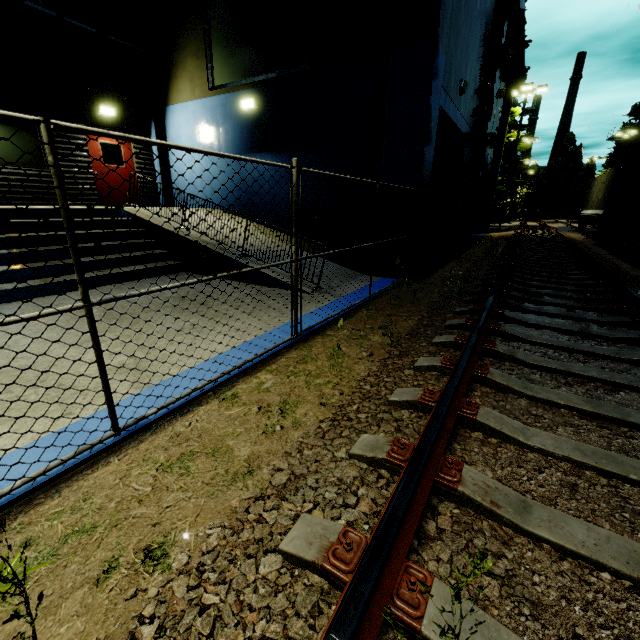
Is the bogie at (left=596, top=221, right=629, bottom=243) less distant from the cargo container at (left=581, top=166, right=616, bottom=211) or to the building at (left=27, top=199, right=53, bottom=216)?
the cargo container at (left=581, top=166, right=616, bottom=211)

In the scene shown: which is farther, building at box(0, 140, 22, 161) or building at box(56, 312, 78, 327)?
building at box(0, 140, 22, 161)

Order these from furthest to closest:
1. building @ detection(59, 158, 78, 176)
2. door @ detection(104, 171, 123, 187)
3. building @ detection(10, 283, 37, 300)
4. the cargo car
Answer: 1. the cargo car
2. door @ detection(104, 171, 123, 187)
3. building @ detection(59, 158, 78, 176)
4. building @ detection(10, 283, 37, 300)

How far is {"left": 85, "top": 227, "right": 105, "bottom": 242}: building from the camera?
7.7m

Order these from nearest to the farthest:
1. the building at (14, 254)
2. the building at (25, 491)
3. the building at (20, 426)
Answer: the building at (25, 491)
the building at (20, 426)
the building at (14, 254)

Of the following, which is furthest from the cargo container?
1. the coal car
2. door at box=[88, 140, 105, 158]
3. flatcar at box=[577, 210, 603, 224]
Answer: the coal car

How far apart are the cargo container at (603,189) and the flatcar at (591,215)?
0.0m

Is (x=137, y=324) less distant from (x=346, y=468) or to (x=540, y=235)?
(x=346, y=468)
